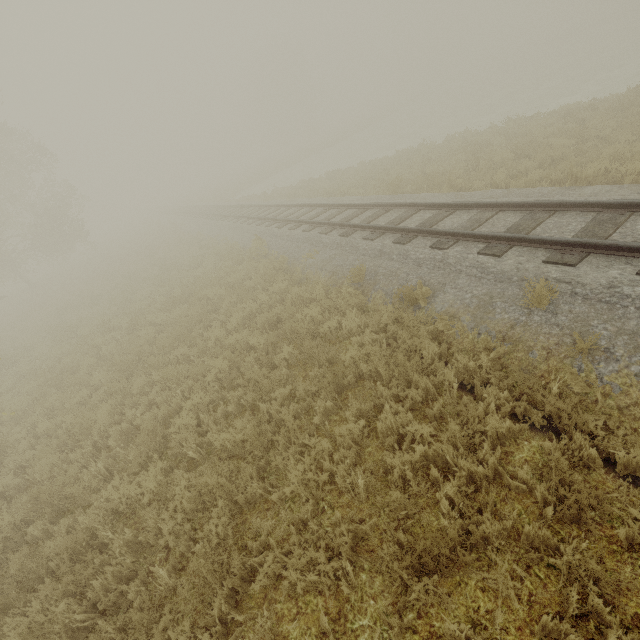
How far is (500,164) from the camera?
11.6 meters
